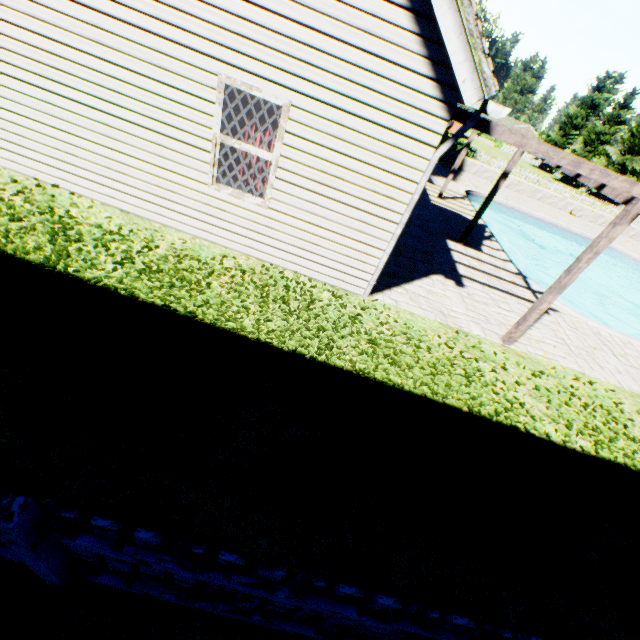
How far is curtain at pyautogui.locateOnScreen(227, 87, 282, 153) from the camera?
4.7m

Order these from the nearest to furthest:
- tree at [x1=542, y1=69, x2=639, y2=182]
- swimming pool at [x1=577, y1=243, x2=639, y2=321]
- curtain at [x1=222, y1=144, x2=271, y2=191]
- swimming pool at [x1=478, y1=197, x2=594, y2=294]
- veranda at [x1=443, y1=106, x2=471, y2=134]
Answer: veranda at [x1=443, y1=106, x2=471, y2=134] < curtain at [x1=222, y1=144, x2=271, y2=191] < swimming pool at [x1=478, y1=197, x2=594, y2=294] < swimming pool at [x1=577, y1=243, x2=639, y2=321] < tree at [x1=542, y1=69, x2=639, y2=182]

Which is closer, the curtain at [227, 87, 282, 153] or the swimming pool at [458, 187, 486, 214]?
the curtain at [227, 87, 282, 153]

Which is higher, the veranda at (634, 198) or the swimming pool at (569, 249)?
the veranda at (634, 198)

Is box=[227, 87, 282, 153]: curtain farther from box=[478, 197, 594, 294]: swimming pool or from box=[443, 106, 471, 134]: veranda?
box=[478, 197, 594, 294]: swimming pool

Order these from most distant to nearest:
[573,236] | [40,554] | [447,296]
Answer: [573,236] → [447,296] → [40,554]

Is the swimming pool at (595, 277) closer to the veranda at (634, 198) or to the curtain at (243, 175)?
the veranda at (634, 198)
